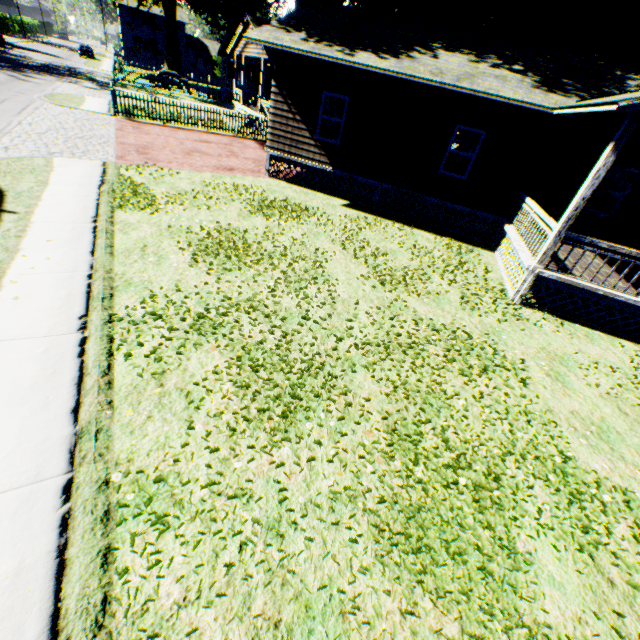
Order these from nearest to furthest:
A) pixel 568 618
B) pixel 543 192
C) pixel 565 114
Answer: pixel 568 618 < pixel 565 114 < pixel 543 192

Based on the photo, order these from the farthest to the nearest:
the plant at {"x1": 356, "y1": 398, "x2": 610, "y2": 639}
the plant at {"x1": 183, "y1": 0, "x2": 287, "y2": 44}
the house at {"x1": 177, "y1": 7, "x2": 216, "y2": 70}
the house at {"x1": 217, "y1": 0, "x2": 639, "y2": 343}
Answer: the house at {"x1": 177, "y1": 7, "x2": 216, "y2": 70} → the plant at {"x1": 183, "y1": 0, "x2": 287, "y2": 44} → the house at {"x1": 217, "y1": 0, "x2": 639, "y2": 343} → the plant at {"x1": 356, "y1": 398, "x2": 610, "y2": 639}

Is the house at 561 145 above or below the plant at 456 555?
above

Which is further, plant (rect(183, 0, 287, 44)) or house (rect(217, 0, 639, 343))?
plant (rect(183, 0, 287, 44))

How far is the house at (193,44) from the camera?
56.2 meters

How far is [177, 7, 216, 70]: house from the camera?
56.25m
